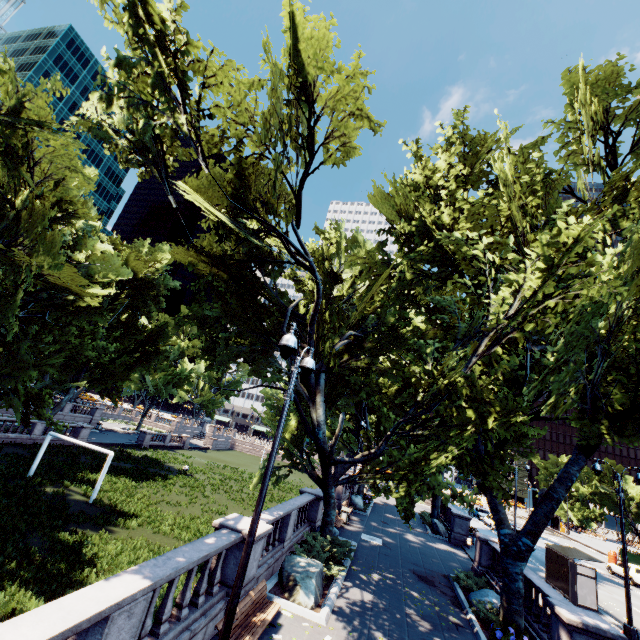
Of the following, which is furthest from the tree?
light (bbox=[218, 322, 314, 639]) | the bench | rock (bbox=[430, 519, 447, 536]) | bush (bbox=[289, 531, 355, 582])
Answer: the bench

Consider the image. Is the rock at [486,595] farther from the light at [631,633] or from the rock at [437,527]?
the rock at [437,527]

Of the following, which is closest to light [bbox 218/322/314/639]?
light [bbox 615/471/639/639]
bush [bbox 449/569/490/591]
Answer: bush [bbox 449/569/490/591]

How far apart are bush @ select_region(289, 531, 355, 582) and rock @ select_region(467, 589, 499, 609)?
6.40m

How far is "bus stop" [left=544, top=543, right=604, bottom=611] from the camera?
17.2 meters

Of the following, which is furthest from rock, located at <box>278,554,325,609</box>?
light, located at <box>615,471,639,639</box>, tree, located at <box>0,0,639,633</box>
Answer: light, located at <box>615,471,639,639</box>

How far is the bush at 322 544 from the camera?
13.36m

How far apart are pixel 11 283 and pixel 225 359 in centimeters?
996cm
